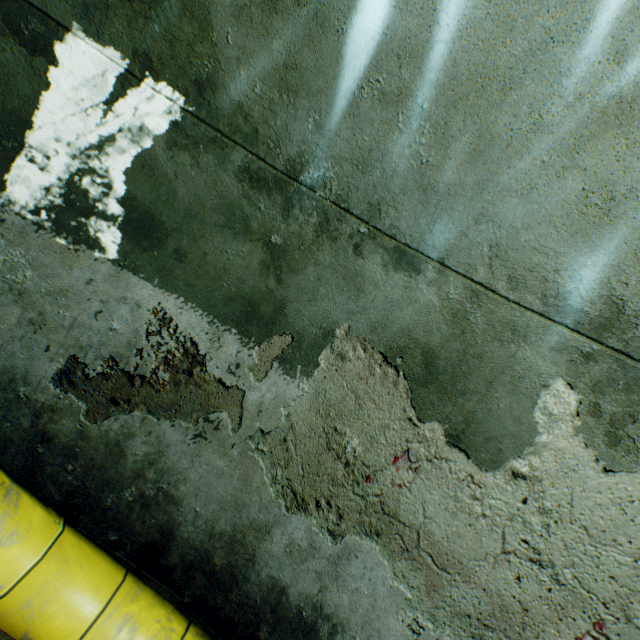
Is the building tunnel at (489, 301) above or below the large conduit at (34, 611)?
above

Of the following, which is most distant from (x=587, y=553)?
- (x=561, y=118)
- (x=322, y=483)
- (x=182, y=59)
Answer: (x=182, y=59)

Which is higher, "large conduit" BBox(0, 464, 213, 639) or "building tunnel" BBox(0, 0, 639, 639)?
"building tunnel" BBox(0, 0, 639, 639)
